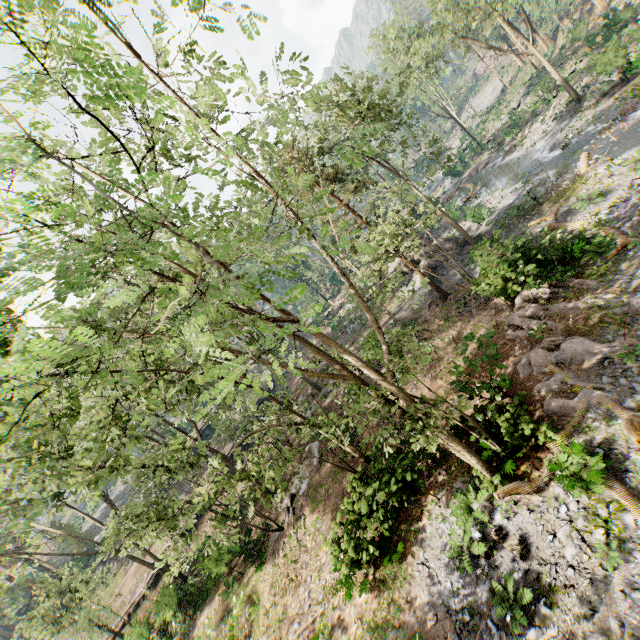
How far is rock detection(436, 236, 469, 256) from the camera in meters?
27.1

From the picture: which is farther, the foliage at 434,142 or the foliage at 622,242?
the foliage at 434,142

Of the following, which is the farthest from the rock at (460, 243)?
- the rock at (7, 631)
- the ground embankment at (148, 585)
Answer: the rock at (7, 631)

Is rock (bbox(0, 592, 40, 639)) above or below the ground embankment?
above

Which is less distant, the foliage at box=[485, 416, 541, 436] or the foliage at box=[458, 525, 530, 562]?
the foliage at box=[458, 525, 530, 562]

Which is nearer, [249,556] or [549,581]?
[549,581]

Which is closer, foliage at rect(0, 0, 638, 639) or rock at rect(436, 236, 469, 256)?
foliage at rect(0, 0, 638, 639)

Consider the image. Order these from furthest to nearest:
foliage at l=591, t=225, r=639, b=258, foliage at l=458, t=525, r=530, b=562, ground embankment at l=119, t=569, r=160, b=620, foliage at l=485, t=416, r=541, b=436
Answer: ground embankment at l=119, t=569, r=160, b=620 → foliage at l=591, t=225, r=639, b=258 → foliage at l=485, t=416, r=541, b=436 → foliage at l=458, t=525, r=530, b=562
